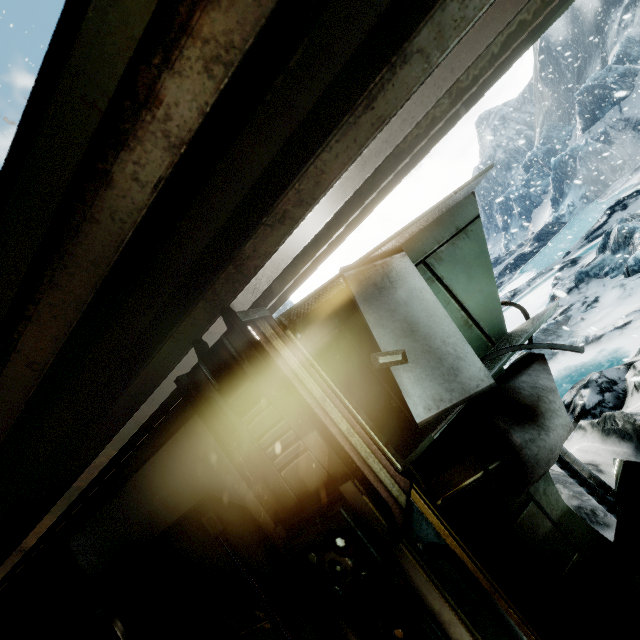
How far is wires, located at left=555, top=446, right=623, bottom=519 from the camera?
1.31m

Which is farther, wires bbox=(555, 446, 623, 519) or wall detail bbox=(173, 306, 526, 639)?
wires bbox=(555, 446, 623, 519)

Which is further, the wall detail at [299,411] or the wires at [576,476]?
the wires at [576,476]

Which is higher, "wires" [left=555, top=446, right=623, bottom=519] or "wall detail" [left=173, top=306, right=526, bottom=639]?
"wall detail" [left=173, top=306, right=526, bottom=639]

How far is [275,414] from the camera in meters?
0.8 m

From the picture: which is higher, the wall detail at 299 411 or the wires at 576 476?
the wall detail at 299 411
